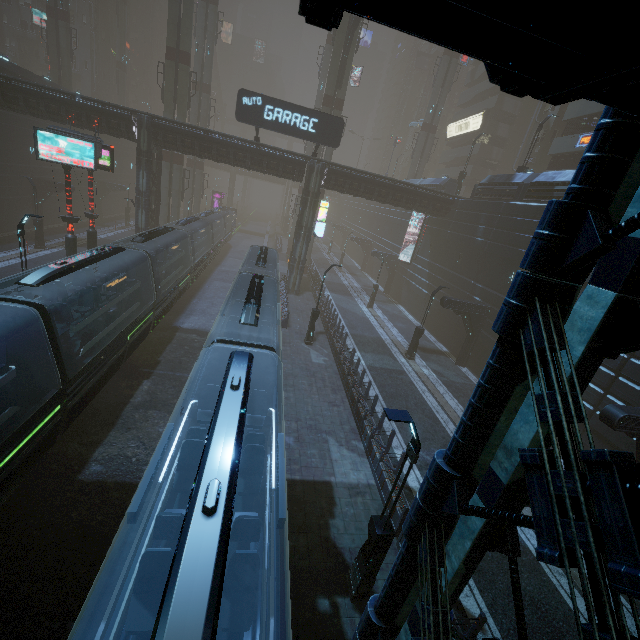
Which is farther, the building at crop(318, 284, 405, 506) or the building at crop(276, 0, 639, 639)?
the building at crop(318, 284, 405, 506)

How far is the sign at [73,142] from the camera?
16.5m

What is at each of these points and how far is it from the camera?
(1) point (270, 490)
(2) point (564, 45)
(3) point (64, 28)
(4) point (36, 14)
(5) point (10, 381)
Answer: (1) train, 6.7 meters
(2) building, 1.4 meters
(3) sm, 36.8 meters
(4) sign, 43.5 meters
(5) train, 9.6 meters

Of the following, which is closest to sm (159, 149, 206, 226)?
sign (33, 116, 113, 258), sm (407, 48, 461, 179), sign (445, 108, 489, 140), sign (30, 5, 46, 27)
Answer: sign (30, 5, 46, 27)

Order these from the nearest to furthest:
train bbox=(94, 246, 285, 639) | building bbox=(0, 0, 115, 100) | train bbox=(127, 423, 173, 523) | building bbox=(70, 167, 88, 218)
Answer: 1. train bbox=(94, 246, 285, 639)
2. train bbox=(127, 423, 173, 523)
3. building bbox=(70, 167, 88, 218)
4. building bbox=(0, 0, 115, 100)

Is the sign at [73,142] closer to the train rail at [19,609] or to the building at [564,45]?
the building at [564,45]

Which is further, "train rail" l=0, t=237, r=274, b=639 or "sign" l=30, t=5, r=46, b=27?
"sign" l=30, t=5, r=46, b=27

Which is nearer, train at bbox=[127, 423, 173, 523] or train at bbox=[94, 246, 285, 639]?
train at bbox=[94, 246, 285, 639]
